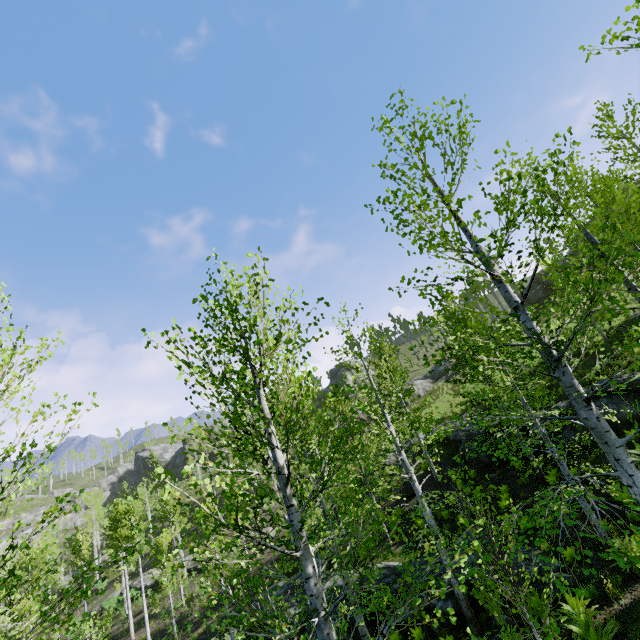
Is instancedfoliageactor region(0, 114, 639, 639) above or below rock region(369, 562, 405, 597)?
above

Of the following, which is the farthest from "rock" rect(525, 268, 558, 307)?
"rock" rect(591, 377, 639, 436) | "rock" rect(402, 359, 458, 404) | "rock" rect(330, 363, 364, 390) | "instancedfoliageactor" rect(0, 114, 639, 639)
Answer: "instancedfoliageactor" rect(0, 114, 639, 639)

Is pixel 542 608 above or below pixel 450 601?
above

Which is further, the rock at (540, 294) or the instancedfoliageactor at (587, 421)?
the rock at (540, 294)

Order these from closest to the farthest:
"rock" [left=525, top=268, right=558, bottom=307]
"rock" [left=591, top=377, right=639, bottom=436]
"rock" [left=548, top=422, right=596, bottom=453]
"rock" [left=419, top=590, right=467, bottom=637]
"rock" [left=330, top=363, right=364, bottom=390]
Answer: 1. "rock" [left=419, top=590, right=467, bottom=637]
2. "rock" [left=591, top=377, right=639, bottom=436]
3. "rock" [left=548, top=422, right=596, bottom=453]
4. "rock" [left=525, top=268, right=558, bottom=307]
5. "rock" [left=330, top=363, right=364, bottom=390]

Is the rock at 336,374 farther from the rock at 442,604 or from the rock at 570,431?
the rock at 442,604

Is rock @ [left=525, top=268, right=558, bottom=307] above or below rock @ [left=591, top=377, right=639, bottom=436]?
above

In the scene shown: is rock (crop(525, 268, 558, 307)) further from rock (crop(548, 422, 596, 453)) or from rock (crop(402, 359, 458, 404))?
rock (crop(548, 422, 596, 453))
